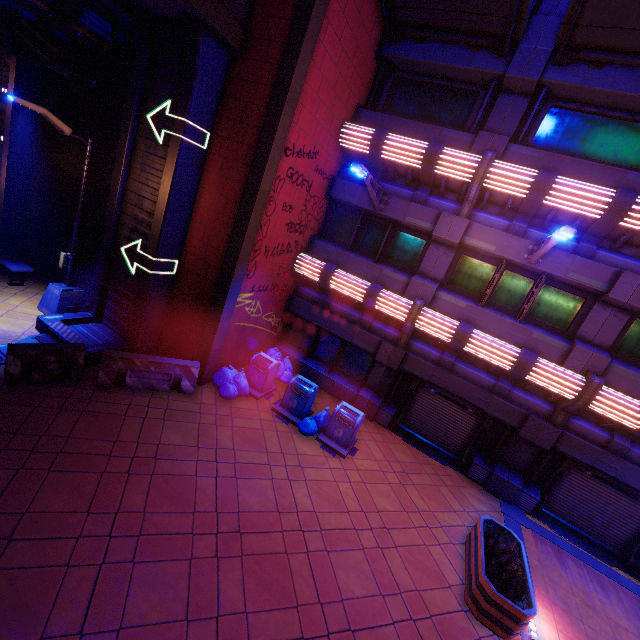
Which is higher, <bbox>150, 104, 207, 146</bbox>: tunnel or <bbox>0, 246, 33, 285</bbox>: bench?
<bbox>150, 104, 207, 146</bbox>: tunnel

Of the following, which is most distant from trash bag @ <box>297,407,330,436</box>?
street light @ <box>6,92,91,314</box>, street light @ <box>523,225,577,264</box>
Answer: street light @ <box>6,92,91,314</box>

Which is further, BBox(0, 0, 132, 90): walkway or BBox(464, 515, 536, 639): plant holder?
BBox(0, 0, 132, 90): walkway

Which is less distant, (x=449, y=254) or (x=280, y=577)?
→ (x=280, y=577)

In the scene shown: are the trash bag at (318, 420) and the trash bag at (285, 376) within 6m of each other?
yes

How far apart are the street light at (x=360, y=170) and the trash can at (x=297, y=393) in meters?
6.2

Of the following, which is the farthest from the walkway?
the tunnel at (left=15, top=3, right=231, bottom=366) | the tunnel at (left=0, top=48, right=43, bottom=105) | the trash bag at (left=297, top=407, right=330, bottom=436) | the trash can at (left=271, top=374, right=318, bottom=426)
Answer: the trash bag at (left=297, top=407, right=330, bottom=436)

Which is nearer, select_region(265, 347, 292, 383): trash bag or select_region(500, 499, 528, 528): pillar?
select_region(500, 499, 528, 528): pillar
